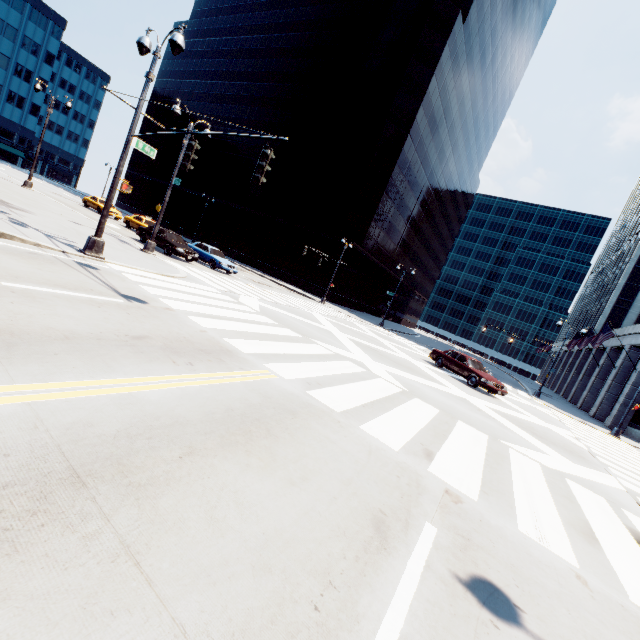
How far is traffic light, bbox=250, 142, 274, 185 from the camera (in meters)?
7.37

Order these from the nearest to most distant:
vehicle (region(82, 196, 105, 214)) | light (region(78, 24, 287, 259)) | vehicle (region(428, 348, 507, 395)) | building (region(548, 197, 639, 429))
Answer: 1. light (region(78, 24, 287, 259))
2. vehicle (region(428, 348, 507, 395))
3. building (region(548, 197, 639, 429))
4. vehicle (region(82, 196, 105, 214))

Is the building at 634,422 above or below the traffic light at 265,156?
below

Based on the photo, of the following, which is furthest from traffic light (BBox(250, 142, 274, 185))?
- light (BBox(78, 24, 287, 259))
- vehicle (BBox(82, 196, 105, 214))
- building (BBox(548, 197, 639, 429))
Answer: building (BBox(548, 197, 639, 429))

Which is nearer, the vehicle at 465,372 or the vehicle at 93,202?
the vehicle at 465,372

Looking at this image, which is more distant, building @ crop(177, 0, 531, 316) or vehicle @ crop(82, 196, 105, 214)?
building @ crop(177, 0, 531, 316)

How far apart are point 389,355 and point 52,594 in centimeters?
1602cm

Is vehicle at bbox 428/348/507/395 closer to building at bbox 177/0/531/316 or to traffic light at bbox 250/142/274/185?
traffic light at bbox 250/142/274/185
